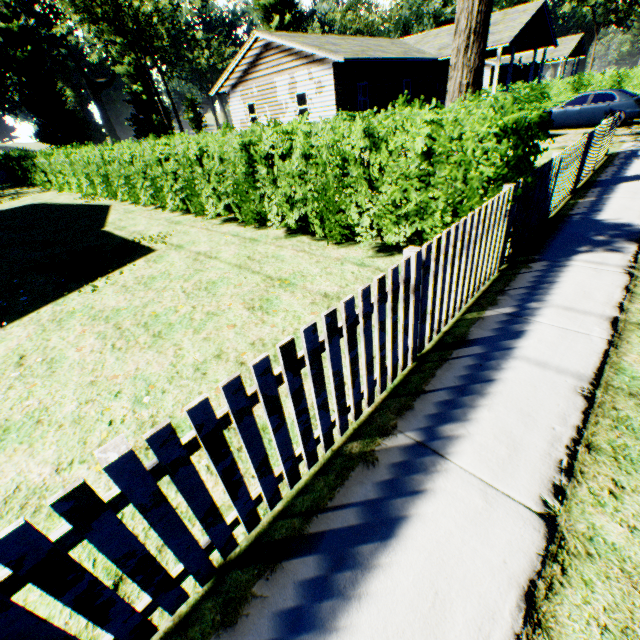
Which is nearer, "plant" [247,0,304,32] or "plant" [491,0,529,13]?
"plant" [491,0,529,13]

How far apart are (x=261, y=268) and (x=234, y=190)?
2.9m

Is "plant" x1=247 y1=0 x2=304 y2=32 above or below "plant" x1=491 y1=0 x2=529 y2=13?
above

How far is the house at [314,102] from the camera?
17.66m

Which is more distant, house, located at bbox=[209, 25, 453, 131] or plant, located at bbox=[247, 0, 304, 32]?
plant, located at bbox=[247, 0, 304, 32]

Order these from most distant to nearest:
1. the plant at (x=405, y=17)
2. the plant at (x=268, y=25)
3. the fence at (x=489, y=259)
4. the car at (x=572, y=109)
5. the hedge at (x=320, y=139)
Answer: the plant at (x=405, y=17) → the plant at (x=268, y=25) → the car at (x=572, y=109) → the hedge at (x=320, y=139) → the fence at (x=489, y=259)

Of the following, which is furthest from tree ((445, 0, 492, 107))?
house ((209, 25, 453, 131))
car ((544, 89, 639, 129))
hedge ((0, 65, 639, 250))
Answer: car ((544, 89, 639, 129))

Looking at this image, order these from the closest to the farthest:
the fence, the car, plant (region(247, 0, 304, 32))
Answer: the fence → the car → plant (region(247, 0, 304, 32))
